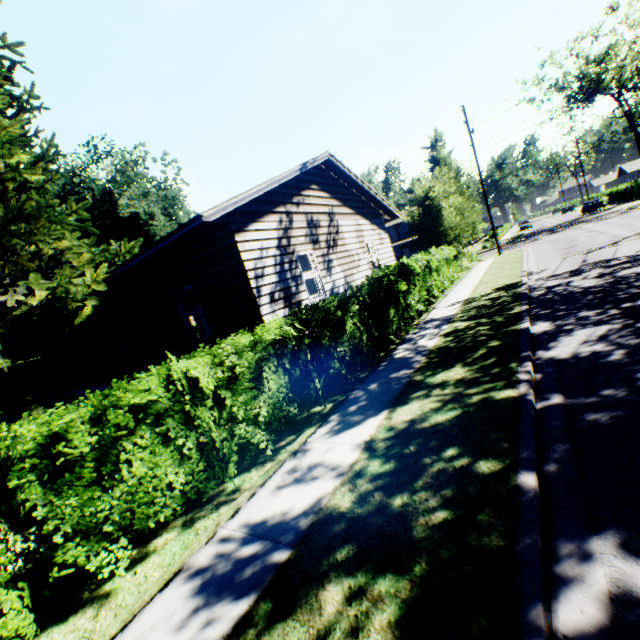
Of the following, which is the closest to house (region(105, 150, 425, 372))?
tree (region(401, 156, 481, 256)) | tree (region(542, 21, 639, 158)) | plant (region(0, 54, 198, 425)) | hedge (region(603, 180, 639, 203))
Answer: plant (region(0, 54, 198, 425))

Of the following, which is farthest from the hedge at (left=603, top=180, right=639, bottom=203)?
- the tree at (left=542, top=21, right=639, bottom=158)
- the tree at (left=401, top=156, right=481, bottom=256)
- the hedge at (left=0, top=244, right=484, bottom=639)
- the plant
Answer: the hedge at (left=0, top=244, right=484, bottom=639)

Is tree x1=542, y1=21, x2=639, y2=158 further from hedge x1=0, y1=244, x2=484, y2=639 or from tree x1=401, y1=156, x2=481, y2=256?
hedge x1=0, y1=244, x2=484, y2=639

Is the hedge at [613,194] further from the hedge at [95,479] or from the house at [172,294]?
the hedge at [95,479]

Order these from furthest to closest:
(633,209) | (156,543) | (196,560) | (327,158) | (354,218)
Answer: (633,209)
(354,218)
(327,158)
(156,543)
(196,560)

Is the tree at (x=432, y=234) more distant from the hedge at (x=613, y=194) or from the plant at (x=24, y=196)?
the hedge at (x=613, y=194)

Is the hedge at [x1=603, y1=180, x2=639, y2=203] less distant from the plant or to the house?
the plant

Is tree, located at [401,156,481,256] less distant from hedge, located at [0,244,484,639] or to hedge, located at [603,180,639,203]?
hedge, located at [0,244,484,639]
